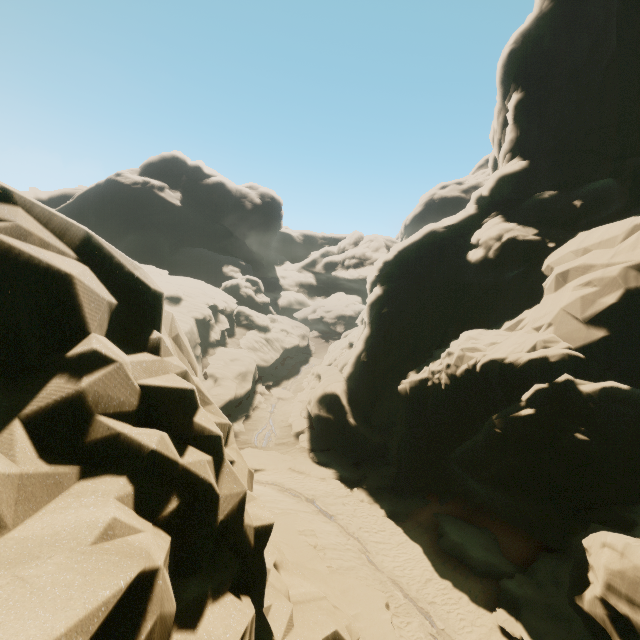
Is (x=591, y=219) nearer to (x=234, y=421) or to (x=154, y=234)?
(x=234, y=421)
